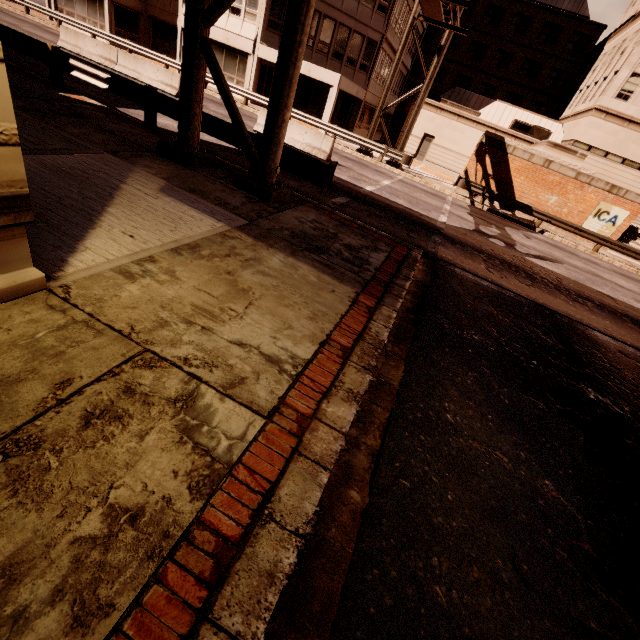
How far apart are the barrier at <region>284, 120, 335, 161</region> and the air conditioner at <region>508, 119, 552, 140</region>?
23.8m

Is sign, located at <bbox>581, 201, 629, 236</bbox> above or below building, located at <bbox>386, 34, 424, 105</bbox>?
below

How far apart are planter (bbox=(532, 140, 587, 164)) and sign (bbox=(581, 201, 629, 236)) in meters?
2.6 m

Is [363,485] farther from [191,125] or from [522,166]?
[522,166]

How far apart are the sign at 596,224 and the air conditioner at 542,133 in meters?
12.7 m

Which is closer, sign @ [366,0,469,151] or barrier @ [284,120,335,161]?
sign @ [366,0,469,151]

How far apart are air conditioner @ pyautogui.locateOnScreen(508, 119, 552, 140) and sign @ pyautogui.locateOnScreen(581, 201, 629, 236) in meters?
12.7 m

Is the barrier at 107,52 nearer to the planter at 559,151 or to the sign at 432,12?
the sign at 432,12
